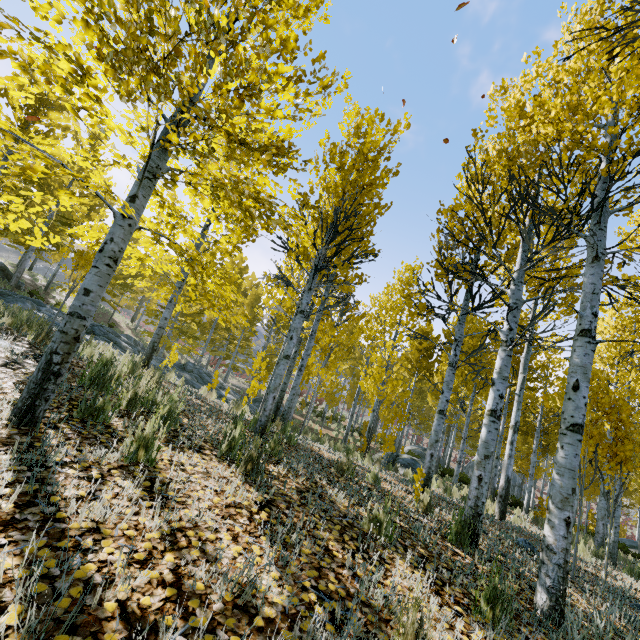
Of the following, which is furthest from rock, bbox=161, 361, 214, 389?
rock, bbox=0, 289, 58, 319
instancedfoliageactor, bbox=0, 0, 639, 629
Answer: instancedfoliageactor, bbox=0, 0, 639, 629

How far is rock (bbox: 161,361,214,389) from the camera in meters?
13.8

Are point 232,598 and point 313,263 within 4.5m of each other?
no

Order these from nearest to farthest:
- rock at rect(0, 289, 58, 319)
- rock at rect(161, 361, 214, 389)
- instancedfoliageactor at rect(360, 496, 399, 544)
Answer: instancedfoliageactor at rect(360, 496, 399, 544)
rock at rect(0, 289, 58, 319)
rock at rect(161, 361, 214, 389)

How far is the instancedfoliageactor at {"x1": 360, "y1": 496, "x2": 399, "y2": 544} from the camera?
2.9 meters

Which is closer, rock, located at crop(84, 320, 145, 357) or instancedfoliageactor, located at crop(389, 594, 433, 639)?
instancedfoliageactor, located at crop(389, 594, 433, 639)

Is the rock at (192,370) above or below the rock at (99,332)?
below
